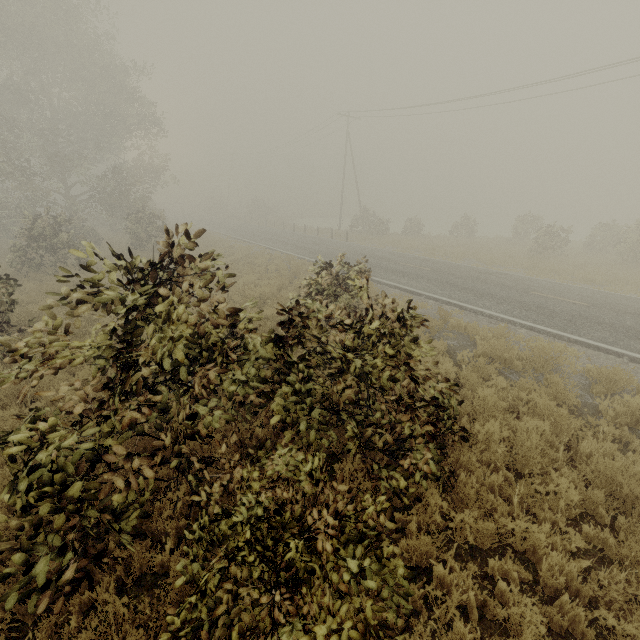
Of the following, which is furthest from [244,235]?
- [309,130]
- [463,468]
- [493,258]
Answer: [463,468]
